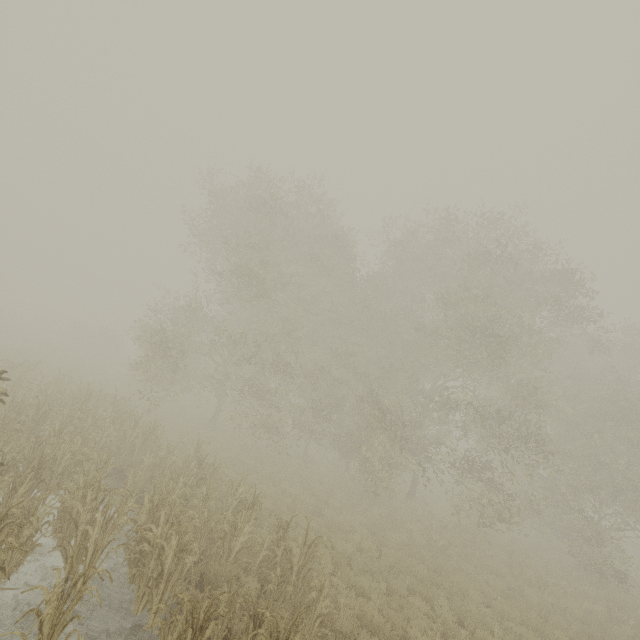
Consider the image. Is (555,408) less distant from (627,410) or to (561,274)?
(627,410)
